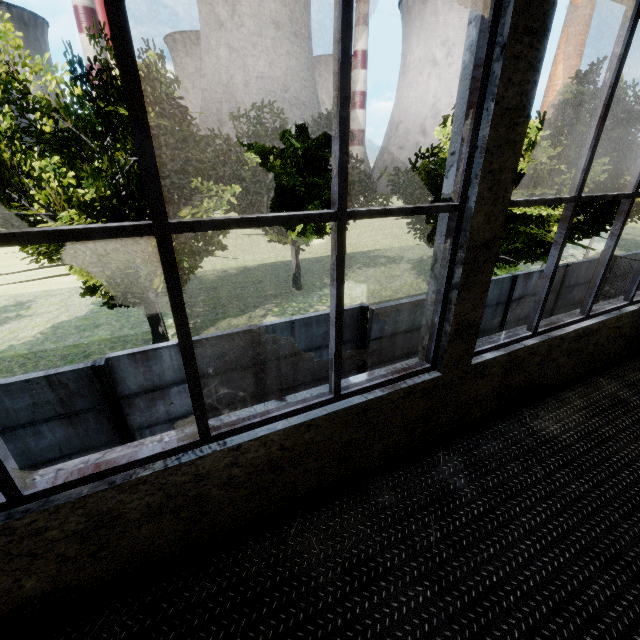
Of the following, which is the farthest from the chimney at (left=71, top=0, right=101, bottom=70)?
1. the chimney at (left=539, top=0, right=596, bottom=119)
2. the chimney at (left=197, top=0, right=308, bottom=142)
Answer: the chimney at (left=539, top=0, right=596, bottom=119)

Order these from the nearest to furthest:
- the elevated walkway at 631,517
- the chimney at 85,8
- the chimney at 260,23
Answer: the elevated walkway at 631,517 → the chimney at 85,8 → the chimney at 260,23

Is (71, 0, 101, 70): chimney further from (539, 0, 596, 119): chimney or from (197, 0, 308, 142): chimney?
(539, 0, 596, 119): chimney

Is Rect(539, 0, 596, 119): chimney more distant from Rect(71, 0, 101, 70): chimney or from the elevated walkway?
Rect(71, 0, 101, 70): chimney

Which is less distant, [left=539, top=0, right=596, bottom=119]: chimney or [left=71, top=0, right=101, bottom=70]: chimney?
[left=539, top=0, right=596, bottom=119]: chimney

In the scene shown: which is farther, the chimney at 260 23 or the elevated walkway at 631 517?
the chimney at 260 23

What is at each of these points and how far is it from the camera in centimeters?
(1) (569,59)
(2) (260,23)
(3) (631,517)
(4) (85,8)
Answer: (1) chimney, 5209cm
(2) chimney, 5497cm
(3) elevated walkway, 251cm
(4) chimney, 5100cm

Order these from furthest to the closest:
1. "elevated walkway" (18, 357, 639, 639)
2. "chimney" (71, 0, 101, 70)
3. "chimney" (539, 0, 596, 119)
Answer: "chimney" (71, 0, 101, 70) < "chimney" (539, 0, 596, 119) < "elevated walkway" (18, 357, 639, 639)
